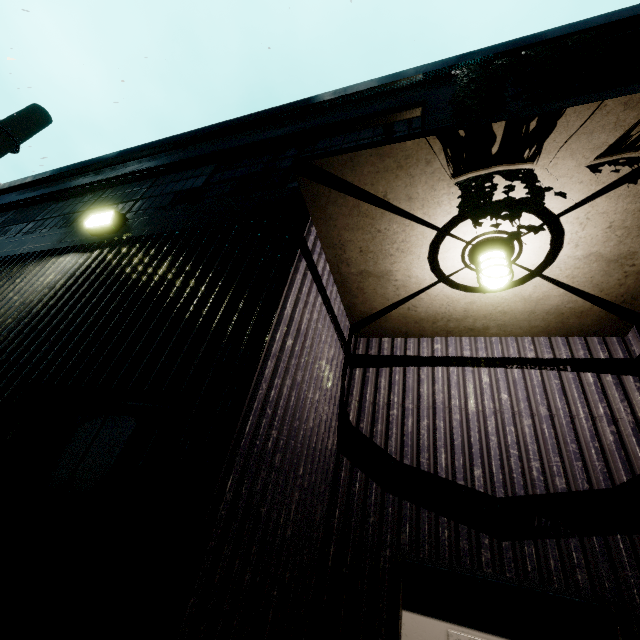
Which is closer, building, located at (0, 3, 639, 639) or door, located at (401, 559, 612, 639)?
building, located at (0, 3, 639, 639)

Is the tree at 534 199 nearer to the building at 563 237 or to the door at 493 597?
the building at 563 237

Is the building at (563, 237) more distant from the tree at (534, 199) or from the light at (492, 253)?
the light at (492, 253)

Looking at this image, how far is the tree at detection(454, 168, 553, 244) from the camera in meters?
2.1

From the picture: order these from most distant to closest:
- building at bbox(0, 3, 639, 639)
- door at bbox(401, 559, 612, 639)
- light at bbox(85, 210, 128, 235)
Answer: light at bbox(85, 210, 128, 235) < door at bbox(401, 559, 612, 639) < building at bbox(0, 3, 639, 639)

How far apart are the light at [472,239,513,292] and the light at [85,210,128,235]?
4.2m

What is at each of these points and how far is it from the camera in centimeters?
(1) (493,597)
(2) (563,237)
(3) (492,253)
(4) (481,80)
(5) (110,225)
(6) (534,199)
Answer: (1) door, 265cm
(2) building, 268cm
(3) light, 280cm
(4) tree, 353cm
(5) light, 405cm
(6) tree, 213cm

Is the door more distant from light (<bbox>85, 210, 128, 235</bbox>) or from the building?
light (<bbox>85, 210, 128, 235</bbox>)
